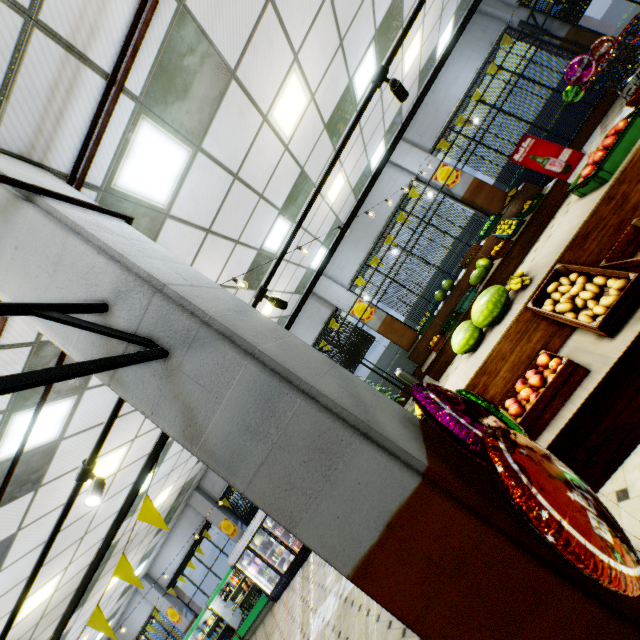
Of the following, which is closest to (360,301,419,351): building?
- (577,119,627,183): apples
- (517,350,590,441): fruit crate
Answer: (517,350,590,441): fruit crate

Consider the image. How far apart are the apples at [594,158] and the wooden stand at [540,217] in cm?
503

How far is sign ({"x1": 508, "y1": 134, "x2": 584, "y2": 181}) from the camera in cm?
896

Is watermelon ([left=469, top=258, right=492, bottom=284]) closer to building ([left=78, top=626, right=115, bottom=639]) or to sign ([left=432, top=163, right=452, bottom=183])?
building ([left=78, top=626, right=115, bottom=639])

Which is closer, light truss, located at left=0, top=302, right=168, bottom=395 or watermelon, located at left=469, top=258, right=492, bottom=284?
light truss, located at left=0, top=302, right=168, bottom=395

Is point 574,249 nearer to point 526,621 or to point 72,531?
point 526,621

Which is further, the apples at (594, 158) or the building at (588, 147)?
the building at (588, 147)

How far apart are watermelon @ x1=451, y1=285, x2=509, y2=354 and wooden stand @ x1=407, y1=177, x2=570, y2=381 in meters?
4.9
